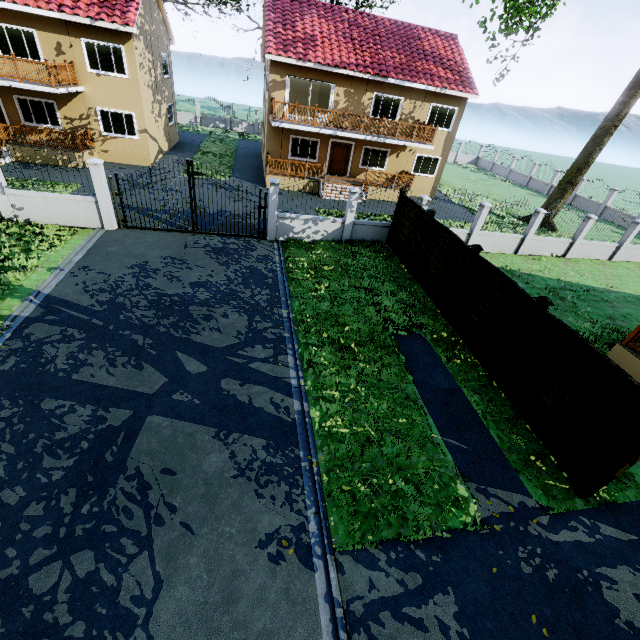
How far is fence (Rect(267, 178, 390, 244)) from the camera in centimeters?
1346cm

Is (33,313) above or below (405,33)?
below

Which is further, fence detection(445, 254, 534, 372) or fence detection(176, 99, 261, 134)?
fence detection(176, 99, 261, 134)

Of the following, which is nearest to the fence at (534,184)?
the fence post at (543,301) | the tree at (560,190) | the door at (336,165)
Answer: the fence post at (543,301)

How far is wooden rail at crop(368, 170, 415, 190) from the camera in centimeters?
2130cm

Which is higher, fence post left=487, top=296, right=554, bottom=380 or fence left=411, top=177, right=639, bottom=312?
fence post left=487, top=296, right=554, bottom=380

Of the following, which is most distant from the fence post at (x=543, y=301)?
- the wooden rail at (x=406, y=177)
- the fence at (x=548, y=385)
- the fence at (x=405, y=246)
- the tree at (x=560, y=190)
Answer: the wooden rail at (x=406, y=177)

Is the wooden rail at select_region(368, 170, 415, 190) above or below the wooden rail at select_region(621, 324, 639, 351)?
above
